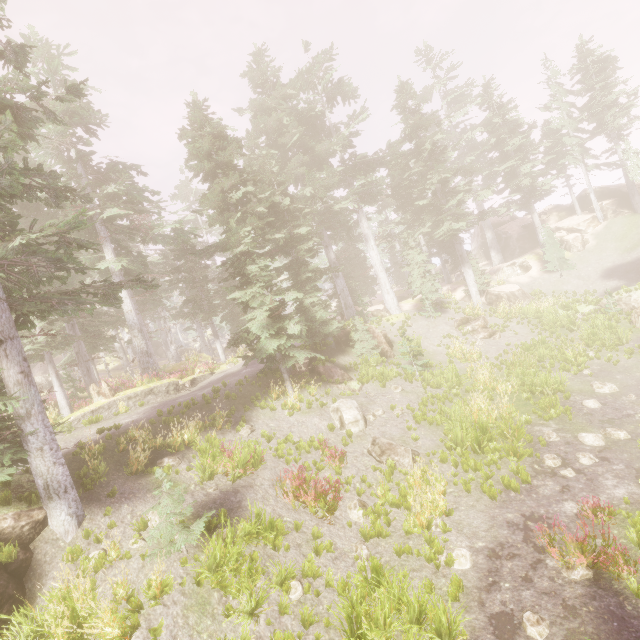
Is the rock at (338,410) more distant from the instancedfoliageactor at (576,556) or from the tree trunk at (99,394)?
the tree trunk at (99,394)

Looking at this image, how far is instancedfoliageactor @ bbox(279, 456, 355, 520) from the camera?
9.5 meters

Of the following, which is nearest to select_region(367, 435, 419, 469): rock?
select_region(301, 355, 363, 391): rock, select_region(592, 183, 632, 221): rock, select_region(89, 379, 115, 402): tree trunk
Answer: select_region(301, 355, 363, 391): rock

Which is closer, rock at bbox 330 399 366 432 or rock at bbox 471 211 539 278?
rock at bbox 330 399 366 432

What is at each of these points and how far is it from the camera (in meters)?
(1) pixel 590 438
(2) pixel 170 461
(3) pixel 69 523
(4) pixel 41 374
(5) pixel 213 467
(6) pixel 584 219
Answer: (1) instancedfoliageactor, 10.91
(2) instancedfoliageactor, 10.91
(3) instancedfoliageactor, 8.04
(4) rock, 45.44
(5) instancedfoliageactor, 10.60
(6) rock, 32.62

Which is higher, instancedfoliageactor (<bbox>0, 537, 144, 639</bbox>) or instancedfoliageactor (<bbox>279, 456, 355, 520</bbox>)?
instancedfoliageactor (<bbox>0, 537, 144, 639</bbox>)

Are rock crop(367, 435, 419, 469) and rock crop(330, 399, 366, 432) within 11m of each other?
yes

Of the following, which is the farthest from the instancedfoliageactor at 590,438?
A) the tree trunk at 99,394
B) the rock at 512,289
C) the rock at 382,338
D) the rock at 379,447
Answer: the rock at 379,447
